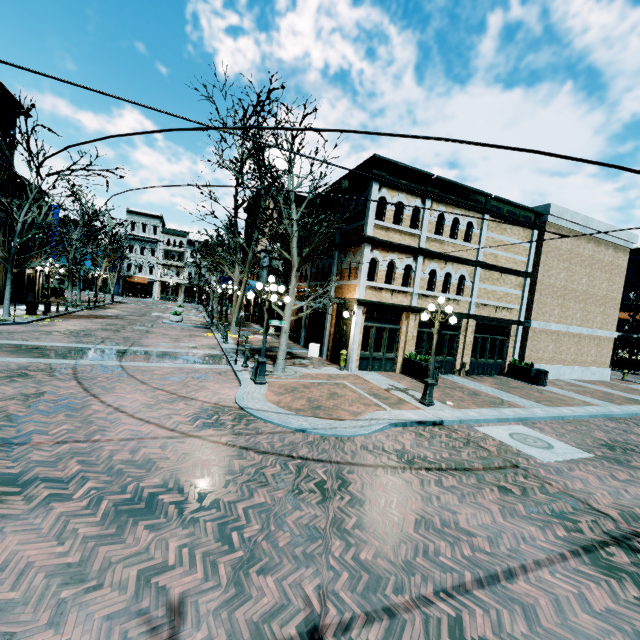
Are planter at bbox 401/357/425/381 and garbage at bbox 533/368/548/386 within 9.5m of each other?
yes

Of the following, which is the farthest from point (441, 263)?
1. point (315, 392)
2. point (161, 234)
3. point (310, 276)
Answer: point (161, 234)

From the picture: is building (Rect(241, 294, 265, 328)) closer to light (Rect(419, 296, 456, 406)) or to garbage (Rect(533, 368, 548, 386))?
garbage (Rect(533, 368, 548, 386))

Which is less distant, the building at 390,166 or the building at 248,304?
the building at 390,166

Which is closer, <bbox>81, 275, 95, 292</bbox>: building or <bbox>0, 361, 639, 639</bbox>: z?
<bbox>0, 361, 639, 639</bbox>: z

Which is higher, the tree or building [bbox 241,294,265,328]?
the tree

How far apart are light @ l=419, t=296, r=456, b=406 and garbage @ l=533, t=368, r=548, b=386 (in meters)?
9.44

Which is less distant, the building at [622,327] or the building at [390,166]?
the building at [390,166]
